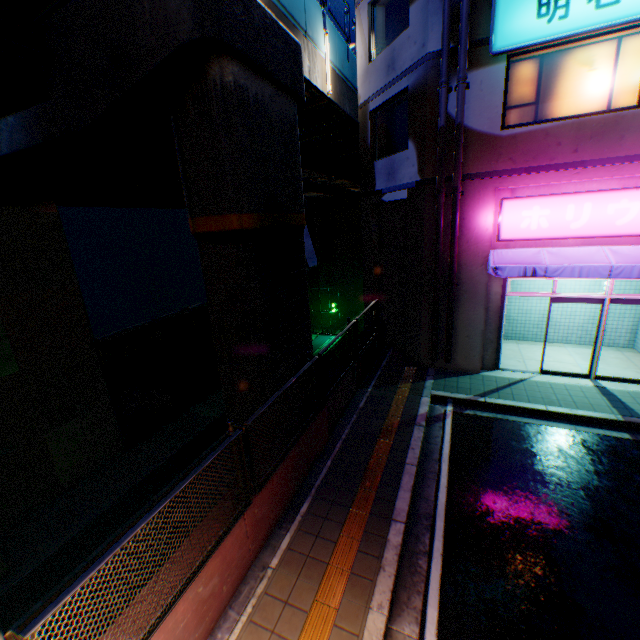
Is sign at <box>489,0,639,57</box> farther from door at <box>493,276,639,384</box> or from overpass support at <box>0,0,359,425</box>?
door at <box>493,276,639,384</box>

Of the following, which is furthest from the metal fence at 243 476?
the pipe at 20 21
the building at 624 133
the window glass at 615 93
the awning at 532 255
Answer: the window glass at 615 93

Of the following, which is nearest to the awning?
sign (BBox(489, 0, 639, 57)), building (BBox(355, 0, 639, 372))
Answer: building (BBox(355, 0, 639, 372))

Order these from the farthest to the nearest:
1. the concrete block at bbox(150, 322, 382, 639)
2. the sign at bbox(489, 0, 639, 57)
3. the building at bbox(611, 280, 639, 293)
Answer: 1. the building at bbox(611, 280, 639, 293)
2. the sign at bbox(489, 0, 639, 57)
3. the concrete block at bbox(150, 322, 382, 639)

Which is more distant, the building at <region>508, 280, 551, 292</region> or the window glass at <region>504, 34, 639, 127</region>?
the building at <region>508, 280, 551, 292</region>

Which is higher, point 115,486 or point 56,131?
point 56,131

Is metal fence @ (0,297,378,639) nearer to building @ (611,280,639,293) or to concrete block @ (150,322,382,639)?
concrete block @ (150,322,382,639)

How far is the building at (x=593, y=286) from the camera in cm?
1090
